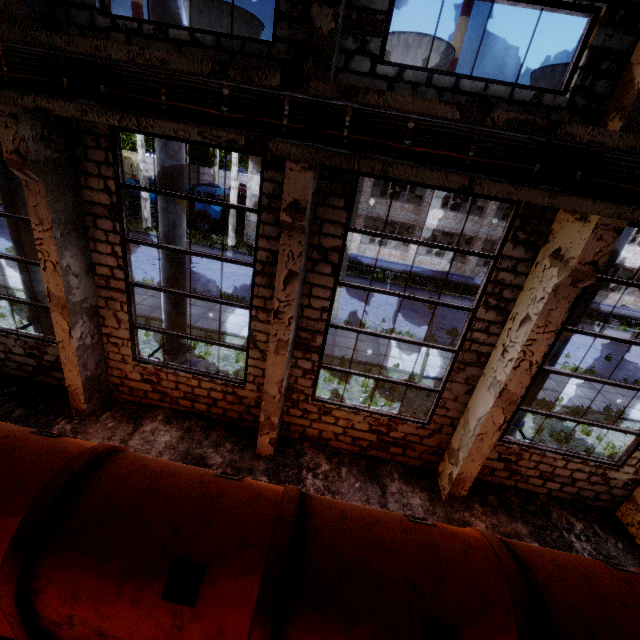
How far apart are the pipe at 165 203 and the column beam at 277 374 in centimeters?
292cm

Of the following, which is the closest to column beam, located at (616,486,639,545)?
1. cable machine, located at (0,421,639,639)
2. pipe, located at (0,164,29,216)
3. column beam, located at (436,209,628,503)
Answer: cable machine, located at (0,421,639,639)

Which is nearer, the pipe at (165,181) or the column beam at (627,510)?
the pipe at (165,181)

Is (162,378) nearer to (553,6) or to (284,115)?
(284,115)

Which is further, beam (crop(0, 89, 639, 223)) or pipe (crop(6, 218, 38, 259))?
pipe (crop(6, 218, 38, 259))

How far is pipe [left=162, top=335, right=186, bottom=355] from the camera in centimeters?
872cm

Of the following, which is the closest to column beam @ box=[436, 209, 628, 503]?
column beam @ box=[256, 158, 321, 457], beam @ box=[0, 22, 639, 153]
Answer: beam @ box=[0, 22, 639, 153]

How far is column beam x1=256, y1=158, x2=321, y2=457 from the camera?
4.8 meters
